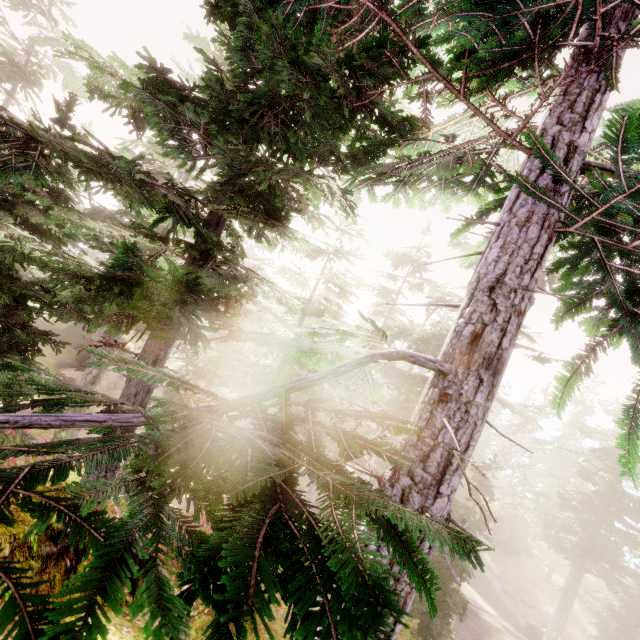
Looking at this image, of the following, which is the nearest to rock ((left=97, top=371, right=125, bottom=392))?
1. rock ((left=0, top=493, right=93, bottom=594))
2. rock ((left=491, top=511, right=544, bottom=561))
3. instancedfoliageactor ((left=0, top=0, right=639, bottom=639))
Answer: instancedfoliageactor ((left=0, top=0, right=639, bottom=639))

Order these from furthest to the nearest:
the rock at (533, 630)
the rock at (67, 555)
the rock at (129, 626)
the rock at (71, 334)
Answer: the rock at (71, 334) → the rock at (533, 630) → the rock at (129, 626) → the rock at (67, 555)

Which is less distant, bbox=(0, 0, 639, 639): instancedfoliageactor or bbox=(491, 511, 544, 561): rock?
bbox=(0, 0, 639, 639): instancedfoliageactor

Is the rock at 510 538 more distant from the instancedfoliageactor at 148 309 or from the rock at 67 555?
the rock at 67 555

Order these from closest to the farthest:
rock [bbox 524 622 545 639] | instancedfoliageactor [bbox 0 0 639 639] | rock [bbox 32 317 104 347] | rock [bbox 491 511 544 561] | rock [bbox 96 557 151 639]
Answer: instancedfoliageactor [bbox 0 0 639 639] → rock [bbox 96 557 151 639] → rock [bbox 524 622 545 639] → rock [bbox 32 317 104 347] → rock [bbox 491 511 544 561]

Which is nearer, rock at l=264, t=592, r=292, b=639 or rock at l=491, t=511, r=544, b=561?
rock at l=264, t=592, r=292, b=639

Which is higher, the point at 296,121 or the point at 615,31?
the point at 615,31
